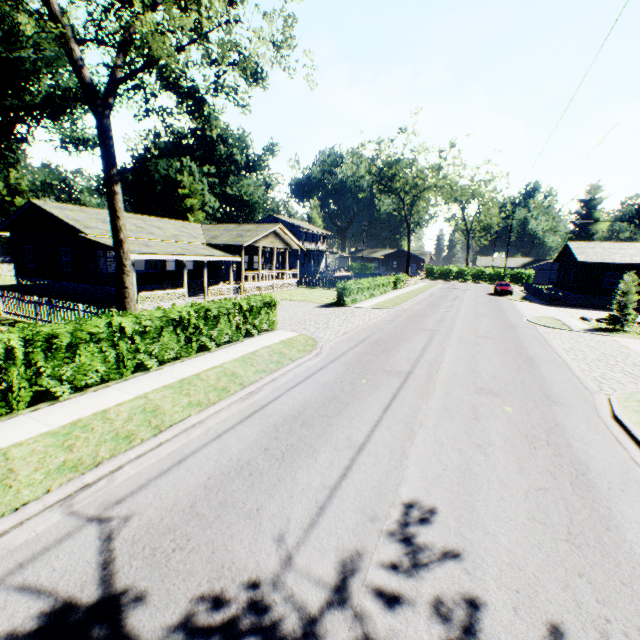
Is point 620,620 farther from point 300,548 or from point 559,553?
point 300,548

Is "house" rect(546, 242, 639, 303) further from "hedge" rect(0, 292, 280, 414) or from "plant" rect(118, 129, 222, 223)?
"plant" rect(118, 129, 222, 223)

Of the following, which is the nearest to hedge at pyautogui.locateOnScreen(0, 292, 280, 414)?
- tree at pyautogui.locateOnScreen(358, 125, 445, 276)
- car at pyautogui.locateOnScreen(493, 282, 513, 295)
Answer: car at pyautogui.locateOnScreen(493, 282, 513, 295)

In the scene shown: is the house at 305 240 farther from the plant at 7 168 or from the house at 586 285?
the house at 586 285

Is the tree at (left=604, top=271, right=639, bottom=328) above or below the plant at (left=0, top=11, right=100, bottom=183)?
below

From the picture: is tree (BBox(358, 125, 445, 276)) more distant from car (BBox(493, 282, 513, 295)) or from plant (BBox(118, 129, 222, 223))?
plant (BBox(118, 129, 222, 223))

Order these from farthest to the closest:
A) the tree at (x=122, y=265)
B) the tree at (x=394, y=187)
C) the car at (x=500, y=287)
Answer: the tree at (x=394, y=187), the car at (x=500, y=287), the tree at (x=122, y=265)

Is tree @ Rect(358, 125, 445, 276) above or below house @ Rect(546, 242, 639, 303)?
above
